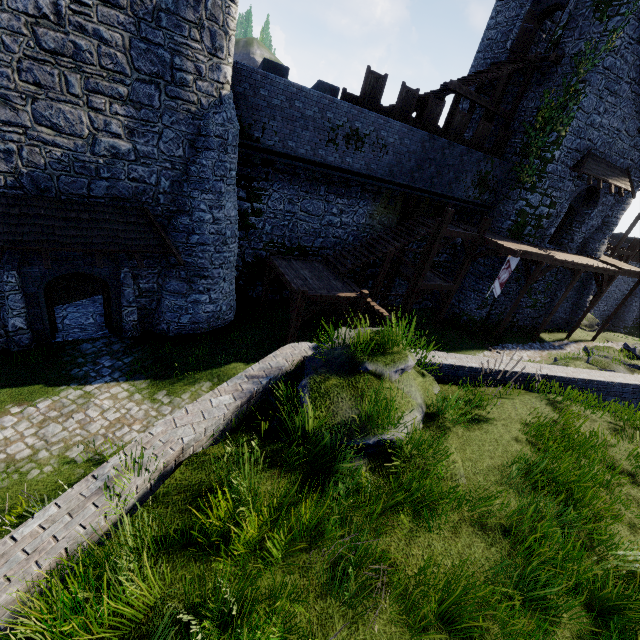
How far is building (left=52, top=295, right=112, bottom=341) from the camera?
12.50m

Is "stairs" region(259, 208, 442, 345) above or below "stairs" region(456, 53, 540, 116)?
below

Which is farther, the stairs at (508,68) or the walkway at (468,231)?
the stairs at (508,68)

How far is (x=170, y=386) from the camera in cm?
1130

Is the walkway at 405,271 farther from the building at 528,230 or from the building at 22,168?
the building at 22,168

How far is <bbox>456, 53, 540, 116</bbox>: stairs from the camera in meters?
17.8

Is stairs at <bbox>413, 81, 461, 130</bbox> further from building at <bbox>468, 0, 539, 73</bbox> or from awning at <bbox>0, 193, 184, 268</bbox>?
awning at <bbox>0, 193, 184, 268</bbox>

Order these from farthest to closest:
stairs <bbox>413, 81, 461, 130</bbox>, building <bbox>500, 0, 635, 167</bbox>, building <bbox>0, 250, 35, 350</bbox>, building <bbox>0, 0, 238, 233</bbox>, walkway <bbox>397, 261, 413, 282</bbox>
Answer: walkway <bbox>397, 261, 413, 282</bbox>
stairs <bbox>413, 81, 461, 130</bbox>
building <bbox>500, 0, 635, 167</bbox>
building <bbox>0, 250, 35, 350</bbox>
building <bbox>0, 0, 238, 233</bbox>
